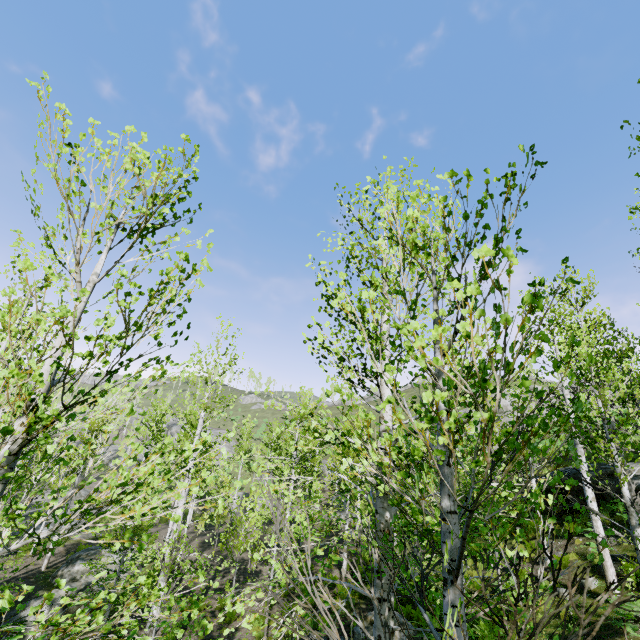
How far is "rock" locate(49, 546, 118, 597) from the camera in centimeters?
1502cm

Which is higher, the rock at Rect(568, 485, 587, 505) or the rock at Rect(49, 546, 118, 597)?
the rock at Rect(568, 485, 587, 505)

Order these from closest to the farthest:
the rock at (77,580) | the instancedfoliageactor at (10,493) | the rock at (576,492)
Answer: the instancedfoliageactor at (10,493)
the rock at (576,492)
the rock at (77,580)

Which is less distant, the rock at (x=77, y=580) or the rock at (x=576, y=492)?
the rock at (x=576, y=492)

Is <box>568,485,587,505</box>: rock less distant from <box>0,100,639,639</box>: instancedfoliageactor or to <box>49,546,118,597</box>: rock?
<box>0,100,639,639</box>: instancedfoliageactor

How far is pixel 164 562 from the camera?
7.9m

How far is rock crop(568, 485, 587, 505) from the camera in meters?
14.4 m

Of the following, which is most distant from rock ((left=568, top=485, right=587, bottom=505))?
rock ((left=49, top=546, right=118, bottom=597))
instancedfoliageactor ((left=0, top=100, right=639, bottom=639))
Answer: rock ((left=49, top=546, right=118, bottom=597))
